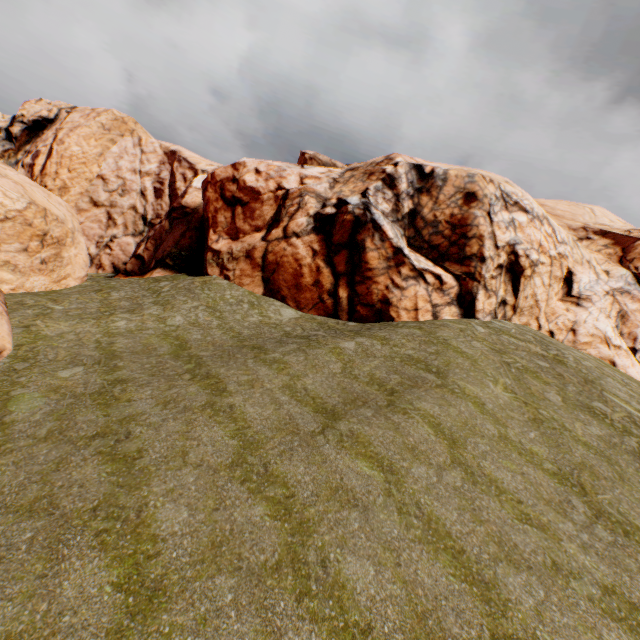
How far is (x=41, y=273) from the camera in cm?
2280
